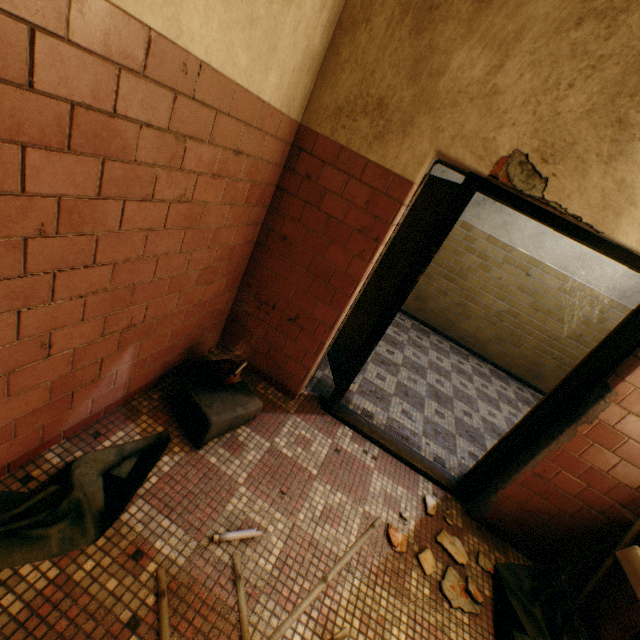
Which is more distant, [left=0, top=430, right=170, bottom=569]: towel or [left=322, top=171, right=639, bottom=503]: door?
[left=322, top=171, right=639, bottom=503]: door

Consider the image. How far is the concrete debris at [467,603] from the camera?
2.0m

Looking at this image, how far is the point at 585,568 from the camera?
2.43m

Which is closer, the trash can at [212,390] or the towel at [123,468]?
the towel at [123,468]

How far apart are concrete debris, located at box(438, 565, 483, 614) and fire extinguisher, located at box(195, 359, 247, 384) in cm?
172

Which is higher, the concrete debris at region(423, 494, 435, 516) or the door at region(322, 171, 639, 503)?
the door at region(322, 171, 639, 503)

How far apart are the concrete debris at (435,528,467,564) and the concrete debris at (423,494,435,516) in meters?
0.1

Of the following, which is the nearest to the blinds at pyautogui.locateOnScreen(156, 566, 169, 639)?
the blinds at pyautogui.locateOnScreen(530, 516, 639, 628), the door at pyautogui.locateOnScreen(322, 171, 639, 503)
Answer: the door at pyautogui.locateOnScreen(322, 171, 639, 503)
